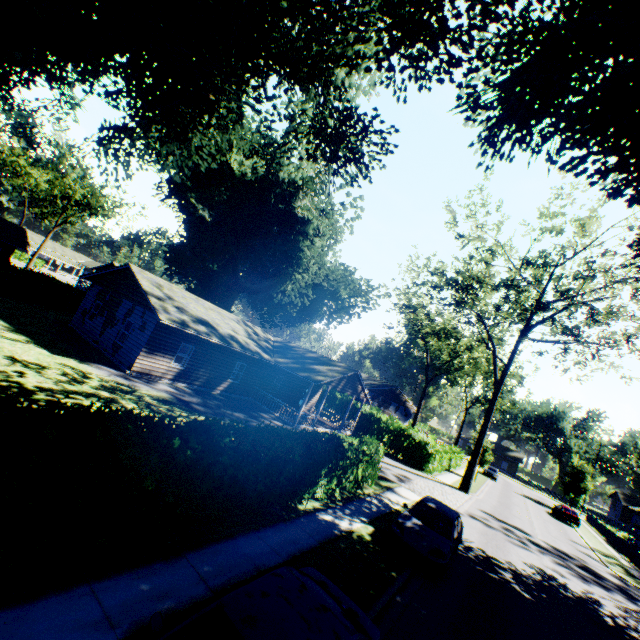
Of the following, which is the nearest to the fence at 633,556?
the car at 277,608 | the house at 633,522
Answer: the house at 633,522

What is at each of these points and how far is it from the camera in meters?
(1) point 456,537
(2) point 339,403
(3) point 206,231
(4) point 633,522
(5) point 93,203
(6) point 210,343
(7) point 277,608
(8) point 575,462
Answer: (1) car, 11.2 m
(2) hedge, 36.5 m
(3) plant, 33.9 m
(4) house, 42.7 m
(5) tree, 49.2 m
(6) house, 21.5 m
(7) car, 4.0 m
(8) plant, 47.1 m

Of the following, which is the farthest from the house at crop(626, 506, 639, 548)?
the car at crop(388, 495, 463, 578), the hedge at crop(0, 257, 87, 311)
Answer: the car at crop(388, 495, 463, 578)

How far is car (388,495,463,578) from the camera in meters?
10.1 m

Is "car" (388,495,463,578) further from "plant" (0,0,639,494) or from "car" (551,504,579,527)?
"car" (551,504,579,527)

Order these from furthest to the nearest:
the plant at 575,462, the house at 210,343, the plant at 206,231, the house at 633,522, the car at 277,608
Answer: the plant at 575,462 → the house at 633,522 → the house at 210,343 → the plant at 206,231 → the car at 277,608

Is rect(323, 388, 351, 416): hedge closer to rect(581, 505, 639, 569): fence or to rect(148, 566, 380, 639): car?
rect(581, 505, 639, 569): fence

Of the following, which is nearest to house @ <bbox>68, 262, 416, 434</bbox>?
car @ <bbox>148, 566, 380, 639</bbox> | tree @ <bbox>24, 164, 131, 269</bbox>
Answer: car @ <bbox>148, 566, 380, 639</bbox>
